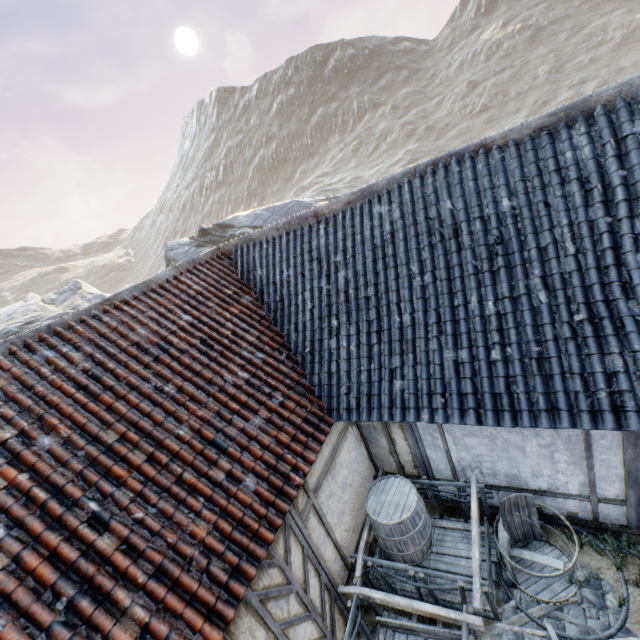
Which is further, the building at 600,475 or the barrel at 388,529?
the barrel at 388,529

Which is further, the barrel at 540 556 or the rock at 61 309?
the rock at 61 309

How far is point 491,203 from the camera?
4.46m

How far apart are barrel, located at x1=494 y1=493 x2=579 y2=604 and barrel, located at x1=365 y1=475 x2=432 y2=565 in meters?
1.0 m

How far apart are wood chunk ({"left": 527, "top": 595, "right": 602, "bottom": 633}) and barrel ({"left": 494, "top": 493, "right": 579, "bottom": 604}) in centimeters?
3cm

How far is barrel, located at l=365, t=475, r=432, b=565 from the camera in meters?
5.2

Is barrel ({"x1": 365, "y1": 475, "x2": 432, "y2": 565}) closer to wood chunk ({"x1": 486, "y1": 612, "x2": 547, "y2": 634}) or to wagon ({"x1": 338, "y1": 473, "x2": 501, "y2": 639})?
wagon ({"x1": 338, "y1": 473, "x2": 501, "y2": 639})

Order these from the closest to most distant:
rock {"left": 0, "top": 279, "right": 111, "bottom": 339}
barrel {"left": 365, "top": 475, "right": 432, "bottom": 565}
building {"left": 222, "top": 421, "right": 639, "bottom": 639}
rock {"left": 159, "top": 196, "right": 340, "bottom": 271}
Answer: building {"left": 222, "top": 421, "right": 639, "bottom": 639}
barrel {"left": 365, "top": 475, "right": 432, "bottom": 565}
rock {"left": 0, "top": 279, "right": 111, "bottom": 339}
rock {"left": 159, "top": 196, "right": 340, "bottom": 271}
